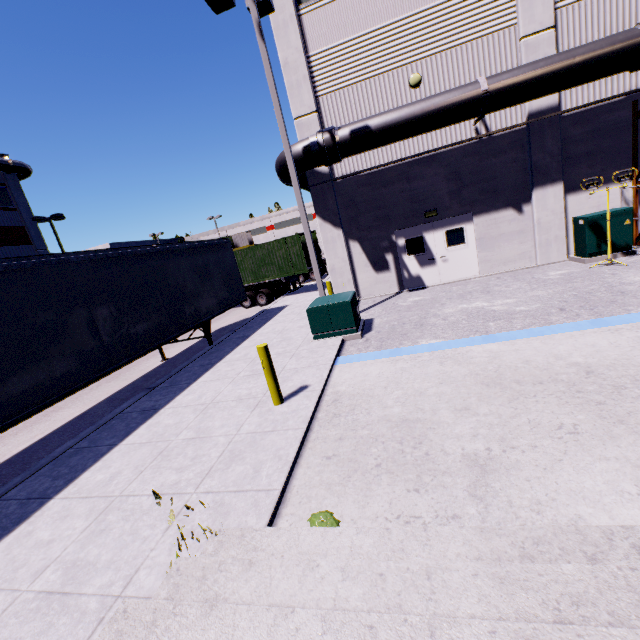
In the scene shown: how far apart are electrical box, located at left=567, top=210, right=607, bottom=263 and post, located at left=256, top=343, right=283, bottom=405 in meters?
11.5

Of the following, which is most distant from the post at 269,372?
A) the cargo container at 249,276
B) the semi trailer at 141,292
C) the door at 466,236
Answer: the cargo container at 249,276

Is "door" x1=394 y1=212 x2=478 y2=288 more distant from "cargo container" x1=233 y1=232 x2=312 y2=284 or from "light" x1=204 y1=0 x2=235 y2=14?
"cargo container" x1=233 y1=232 x2=312 y2=284

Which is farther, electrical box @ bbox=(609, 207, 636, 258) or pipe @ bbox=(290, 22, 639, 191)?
electrical box @ bbox=(609, 207, 636, 258)

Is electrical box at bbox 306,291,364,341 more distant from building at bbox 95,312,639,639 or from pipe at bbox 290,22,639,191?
pipe at bbox 290,22,639,191

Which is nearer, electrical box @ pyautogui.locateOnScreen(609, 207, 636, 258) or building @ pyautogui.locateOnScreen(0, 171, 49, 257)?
electrical box @ pyautogui.locateOnScreen(609, 207, 636, 258)

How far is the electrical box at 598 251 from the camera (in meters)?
10.62

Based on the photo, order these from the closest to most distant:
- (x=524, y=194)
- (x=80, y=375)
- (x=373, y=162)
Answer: (x=80, y=375)
(x=524, y=194)
(x=373, y=162)
